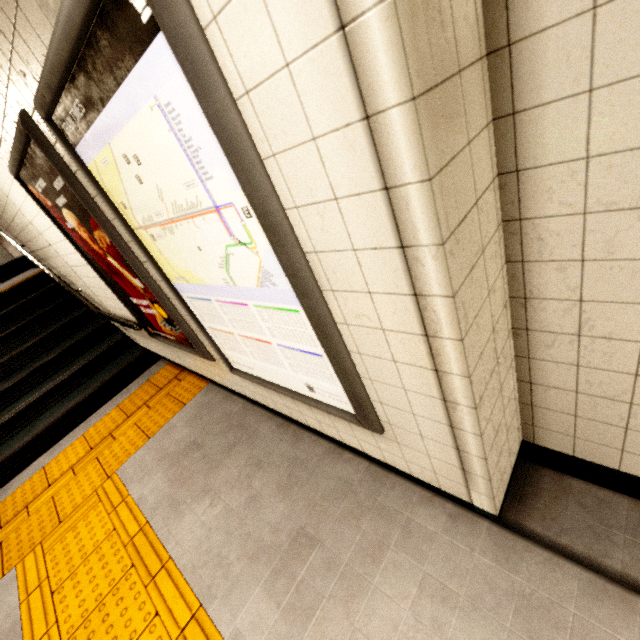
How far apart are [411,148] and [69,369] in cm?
545

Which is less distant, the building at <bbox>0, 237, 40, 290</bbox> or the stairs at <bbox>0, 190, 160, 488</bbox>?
the stairs at <bbox>0, 190, 160, 488</bbox>

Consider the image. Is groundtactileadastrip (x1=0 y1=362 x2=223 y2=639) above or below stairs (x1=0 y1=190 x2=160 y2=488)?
below

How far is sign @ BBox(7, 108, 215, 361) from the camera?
1.8 meters

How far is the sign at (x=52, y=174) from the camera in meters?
1.8

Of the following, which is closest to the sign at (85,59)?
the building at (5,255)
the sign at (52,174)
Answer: the sign at (52,174)

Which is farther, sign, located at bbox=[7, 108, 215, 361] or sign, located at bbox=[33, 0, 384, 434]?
sign, located at bbox=[7, 108, 215, 361]

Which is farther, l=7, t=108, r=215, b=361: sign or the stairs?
the stairs
